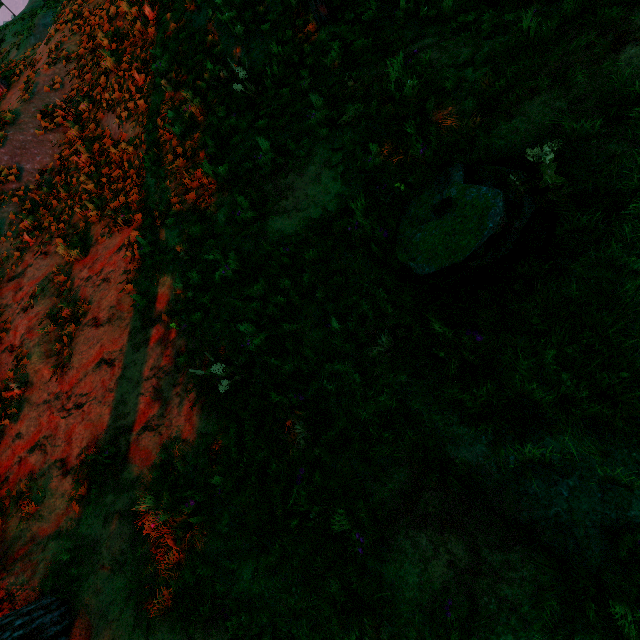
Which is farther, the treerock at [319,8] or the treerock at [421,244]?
the treerock at [319,8]

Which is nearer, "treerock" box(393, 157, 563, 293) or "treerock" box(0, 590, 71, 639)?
"treerock" box(393, 157, 563, 293)

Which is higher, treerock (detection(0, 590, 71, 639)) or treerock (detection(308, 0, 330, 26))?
treerock (detection(308, 0, 330, 26))

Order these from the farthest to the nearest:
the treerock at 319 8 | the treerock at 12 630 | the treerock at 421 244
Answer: the treerock at 319 8 < the treerock at 12 630 < the treerock at 421 244

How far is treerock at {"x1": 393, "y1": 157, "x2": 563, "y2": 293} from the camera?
2.9 meters

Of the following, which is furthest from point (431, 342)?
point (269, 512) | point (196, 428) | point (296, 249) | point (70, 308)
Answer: point (70, 308)
